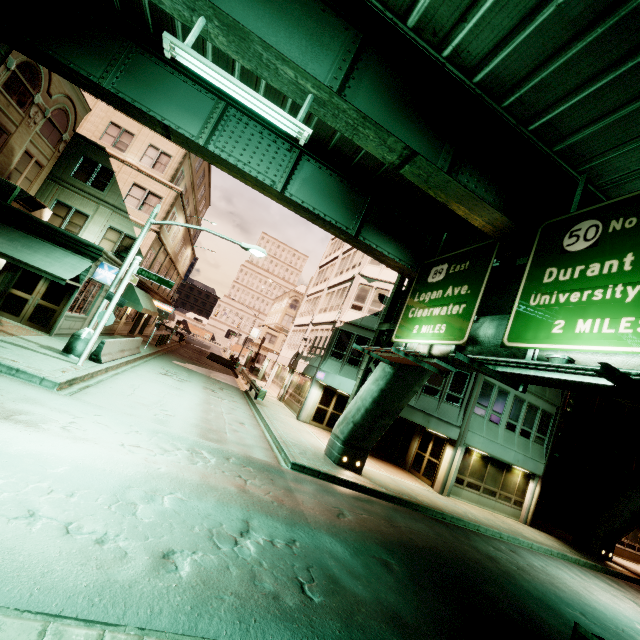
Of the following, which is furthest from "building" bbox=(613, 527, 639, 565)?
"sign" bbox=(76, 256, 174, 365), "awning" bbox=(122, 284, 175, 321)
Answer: "awning" bbox=(122, 284, 175, 321)

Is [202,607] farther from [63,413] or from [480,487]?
[480,487]

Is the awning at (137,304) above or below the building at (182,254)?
below

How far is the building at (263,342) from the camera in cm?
2213

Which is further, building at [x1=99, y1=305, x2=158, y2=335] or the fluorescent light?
building at [x1=99, y1=305, x2=158, y2=335]

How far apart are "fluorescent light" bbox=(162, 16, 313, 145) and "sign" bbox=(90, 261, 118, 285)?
12.3m

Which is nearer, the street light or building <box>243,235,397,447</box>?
the street light

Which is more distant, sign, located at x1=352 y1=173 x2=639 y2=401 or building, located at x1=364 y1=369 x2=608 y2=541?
building, located at x1=364 y1=369 x2=608 y2=541
